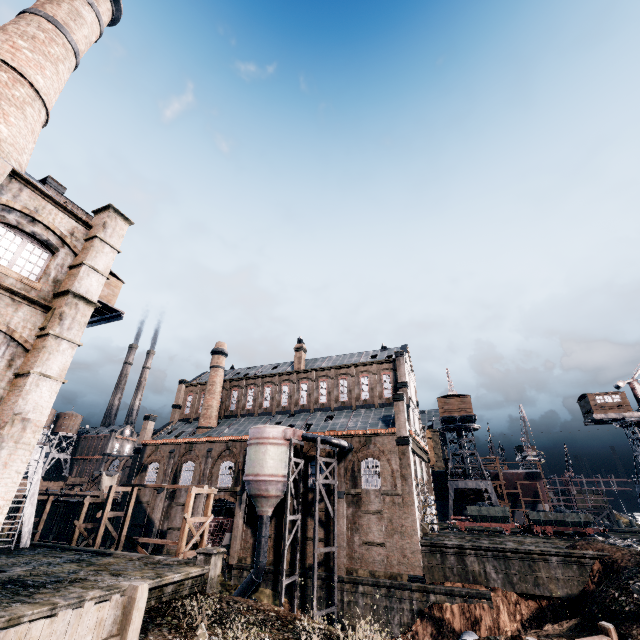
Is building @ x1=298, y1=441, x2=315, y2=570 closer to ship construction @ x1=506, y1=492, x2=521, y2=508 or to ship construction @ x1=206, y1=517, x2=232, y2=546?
ship construction @ x1=206, y1=517, x2=232, y2=546

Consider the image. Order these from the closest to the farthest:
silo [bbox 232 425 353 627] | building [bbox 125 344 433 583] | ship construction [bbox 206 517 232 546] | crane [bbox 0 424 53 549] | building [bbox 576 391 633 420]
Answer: crane [bbox 0 424 53 549] < silo [bbox 232 425 353 627] < building [bbox 125 344 433 583] < ship construction [bbox 206 517 232 546] < building [bbox 576 391 633 420]

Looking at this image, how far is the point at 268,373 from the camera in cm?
5116

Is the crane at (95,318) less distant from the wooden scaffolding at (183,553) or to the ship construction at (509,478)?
the wooden scaffolding at (183,553)

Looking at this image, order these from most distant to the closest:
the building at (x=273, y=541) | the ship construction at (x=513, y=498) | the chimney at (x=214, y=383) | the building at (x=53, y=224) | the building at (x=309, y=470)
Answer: the ship construction at (x=513, y=498)
the chimney at (x=214, y=383)
the building at (x=273, y=541)
the building at (x=309, y=470)
the building at (x=53, y=224)

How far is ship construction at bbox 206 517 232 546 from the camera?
34.66m

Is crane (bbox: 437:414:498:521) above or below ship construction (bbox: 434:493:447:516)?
above

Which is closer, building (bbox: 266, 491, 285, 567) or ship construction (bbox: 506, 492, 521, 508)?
building (bbox: 266, 491, 285, 567)
